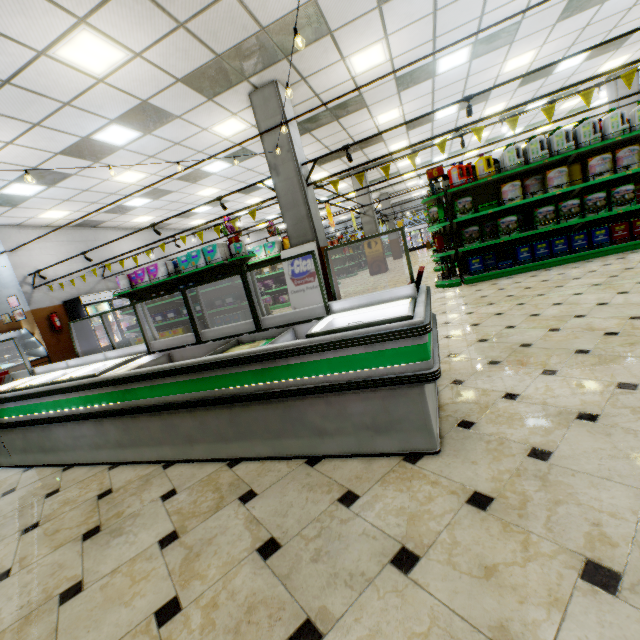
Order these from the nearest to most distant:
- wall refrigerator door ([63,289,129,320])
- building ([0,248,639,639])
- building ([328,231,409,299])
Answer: building ([0,248,639,639]) → building ([328,231,409,299]) → wall refrigerator door ([63,289,129,320])

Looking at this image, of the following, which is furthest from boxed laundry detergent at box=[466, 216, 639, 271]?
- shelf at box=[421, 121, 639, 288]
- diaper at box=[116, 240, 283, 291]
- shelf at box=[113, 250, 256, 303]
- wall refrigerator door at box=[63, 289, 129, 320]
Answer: wall refrigerator door at box=[63, 289, 129, 320]

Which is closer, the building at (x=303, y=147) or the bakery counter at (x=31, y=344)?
the building at (x=303, y=147)

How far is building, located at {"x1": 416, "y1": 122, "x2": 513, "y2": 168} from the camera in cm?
1463

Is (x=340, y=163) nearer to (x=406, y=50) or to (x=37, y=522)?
(x=406, y=50)

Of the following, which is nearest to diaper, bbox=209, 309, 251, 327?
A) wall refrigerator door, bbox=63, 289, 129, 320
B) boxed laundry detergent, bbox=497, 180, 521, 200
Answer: wall refrigerator door, bbox=63, 289, 129, 320

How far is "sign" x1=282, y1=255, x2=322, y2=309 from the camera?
6.74m

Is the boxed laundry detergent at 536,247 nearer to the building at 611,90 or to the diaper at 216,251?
the building at 611,90
